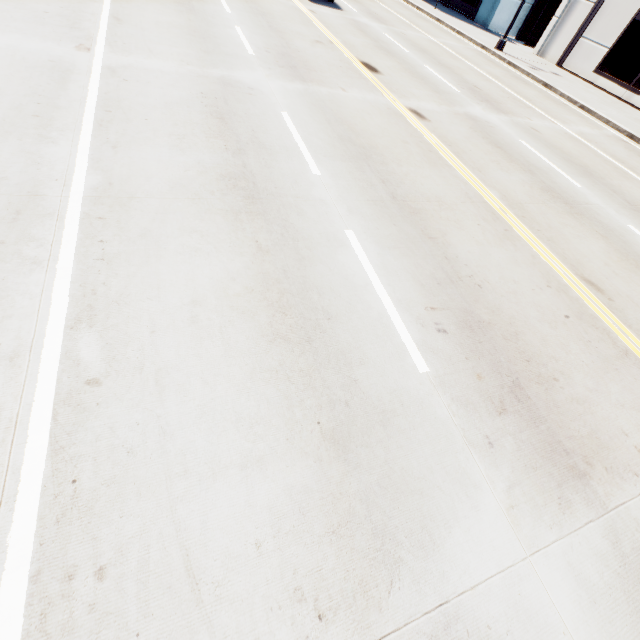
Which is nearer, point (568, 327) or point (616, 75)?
point (568, 327)

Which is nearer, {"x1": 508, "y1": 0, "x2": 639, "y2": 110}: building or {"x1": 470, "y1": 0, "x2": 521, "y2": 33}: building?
{"x1": 508, "y1": 0, "x2": 639, "y2": 110}: building

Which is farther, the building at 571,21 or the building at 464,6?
the building at 464,6

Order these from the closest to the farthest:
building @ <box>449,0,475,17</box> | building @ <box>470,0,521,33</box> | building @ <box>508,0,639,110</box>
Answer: building @ <box>508,0,639,110</box>, building @ <box>470,0,521,33</box>, building @ <box>449,0,475,17</box>
